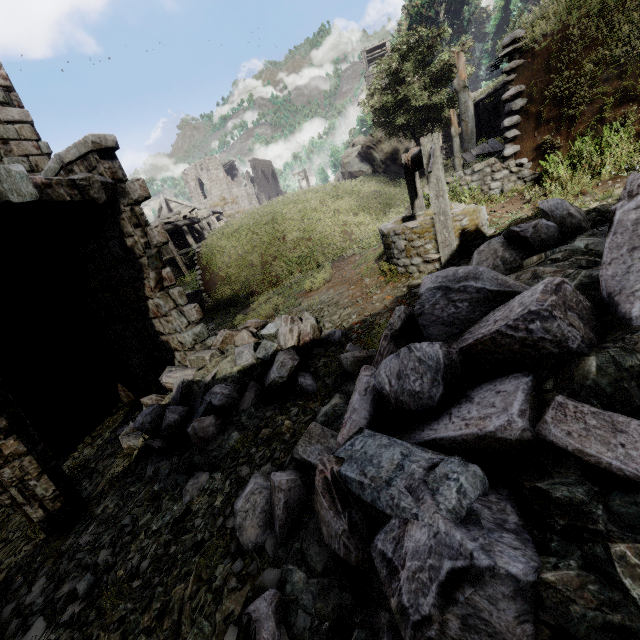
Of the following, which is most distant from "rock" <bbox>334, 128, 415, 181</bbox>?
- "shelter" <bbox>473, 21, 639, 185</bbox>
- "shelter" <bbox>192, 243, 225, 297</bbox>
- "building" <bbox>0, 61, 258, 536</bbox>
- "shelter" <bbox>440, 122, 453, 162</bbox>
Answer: "shelter" <bbox>473, 21, 639, 185</bbox>

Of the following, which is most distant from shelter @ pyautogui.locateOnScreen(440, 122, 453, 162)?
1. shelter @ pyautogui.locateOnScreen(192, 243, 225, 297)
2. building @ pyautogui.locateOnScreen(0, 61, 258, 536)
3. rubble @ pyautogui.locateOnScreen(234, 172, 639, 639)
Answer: building @ pyautogui.locateOnScreen(0, 61, 258, 536)

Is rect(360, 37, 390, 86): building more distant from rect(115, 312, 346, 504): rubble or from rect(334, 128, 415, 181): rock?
rect(115, 312, 346, 504): rubble

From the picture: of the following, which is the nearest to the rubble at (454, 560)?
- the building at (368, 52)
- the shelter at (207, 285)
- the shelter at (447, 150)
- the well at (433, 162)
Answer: the well at (433, 162)

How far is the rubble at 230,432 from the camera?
4.4m

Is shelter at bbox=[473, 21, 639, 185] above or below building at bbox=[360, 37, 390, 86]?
below

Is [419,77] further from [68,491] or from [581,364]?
[68,491]

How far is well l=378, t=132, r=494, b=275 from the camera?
5.2 meters
